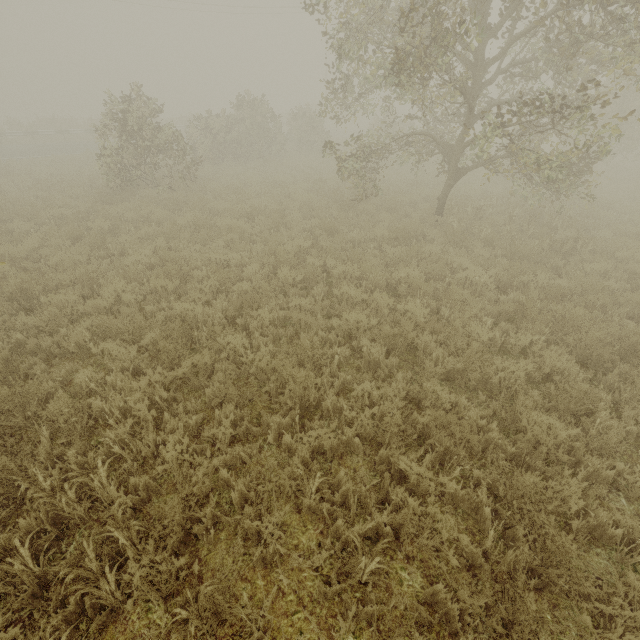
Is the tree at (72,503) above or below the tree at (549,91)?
below

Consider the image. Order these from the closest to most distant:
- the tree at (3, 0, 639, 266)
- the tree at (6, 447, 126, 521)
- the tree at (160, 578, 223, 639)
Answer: →
the tree at (160, 578, 223, 639)
the tree at (6, 447, 126, 521)
the tree at (3, 0, 639, 266)

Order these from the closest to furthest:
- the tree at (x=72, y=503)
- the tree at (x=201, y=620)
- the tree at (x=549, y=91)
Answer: the tree at (x=201, y=620) < the tree at (x=72, y=503) < the tree at (x=549, y=91)

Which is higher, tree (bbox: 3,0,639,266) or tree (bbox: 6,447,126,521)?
tree (bbox: 3,0,639,266)

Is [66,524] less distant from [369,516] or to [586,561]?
[369,516]

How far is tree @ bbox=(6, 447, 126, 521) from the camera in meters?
3.1

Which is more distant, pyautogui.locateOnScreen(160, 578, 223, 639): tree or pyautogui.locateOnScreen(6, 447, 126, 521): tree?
pyautogui.locateOnScreen(6, 447, 126, 521): tree
